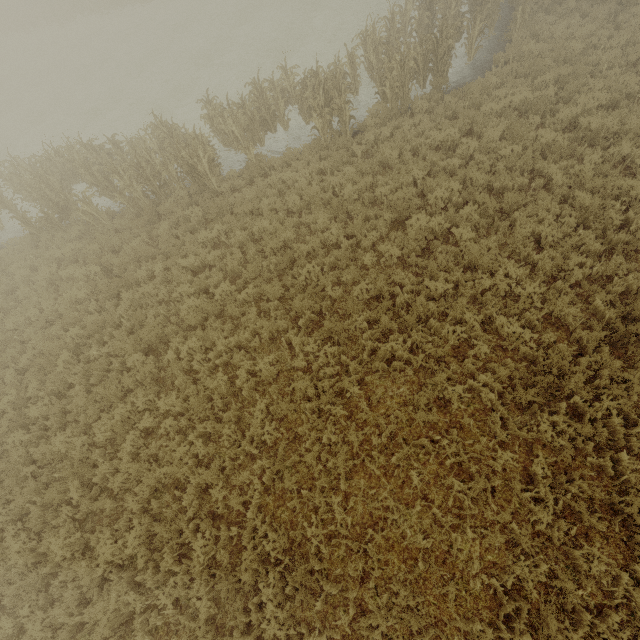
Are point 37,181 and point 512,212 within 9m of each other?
no
